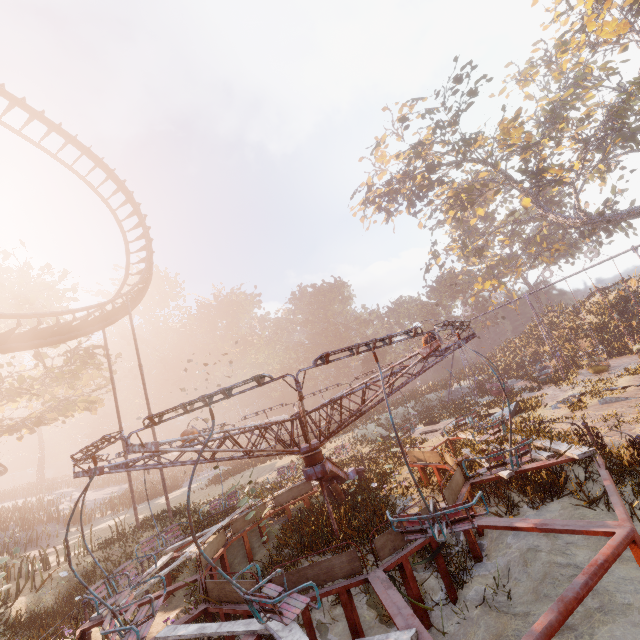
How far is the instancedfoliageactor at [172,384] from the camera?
57.2m

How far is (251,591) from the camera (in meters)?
3.92

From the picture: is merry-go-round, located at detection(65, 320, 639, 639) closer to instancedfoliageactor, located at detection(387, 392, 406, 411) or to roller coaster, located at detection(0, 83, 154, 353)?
roller coaster, located at detection(0, 83, 154, 353)

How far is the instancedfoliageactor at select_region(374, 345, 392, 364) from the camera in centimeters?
5044cm

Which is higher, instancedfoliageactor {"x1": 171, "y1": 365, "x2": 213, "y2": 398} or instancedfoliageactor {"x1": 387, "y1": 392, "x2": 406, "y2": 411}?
instancedfoliageactor {"x1": 171, "y1": 365, "x2": 213, "y2": 398}

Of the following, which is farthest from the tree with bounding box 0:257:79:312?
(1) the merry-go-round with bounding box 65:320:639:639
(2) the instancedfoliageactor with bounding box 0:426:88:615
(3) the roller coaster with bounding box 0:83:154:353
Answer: (1) the merry-go-round with bounding box 65:320:639:639

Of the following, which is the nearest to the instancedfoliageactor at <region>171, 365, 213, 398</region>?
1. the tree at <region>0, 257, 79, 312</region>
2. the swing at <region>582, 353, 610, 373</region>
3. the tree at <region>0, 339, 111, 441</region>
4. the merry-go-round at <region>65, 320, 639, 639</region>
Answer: the swing at <region>582, 353, 610, 373</region>

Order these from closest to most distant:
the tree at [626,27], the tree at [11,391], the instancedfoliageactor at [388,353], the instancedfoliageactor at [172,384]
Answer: the tree at [11,391] → the tree at [626,27] → the instancedfoliageactor at [388,353] → the instancedfoliageactor at [172,384]
